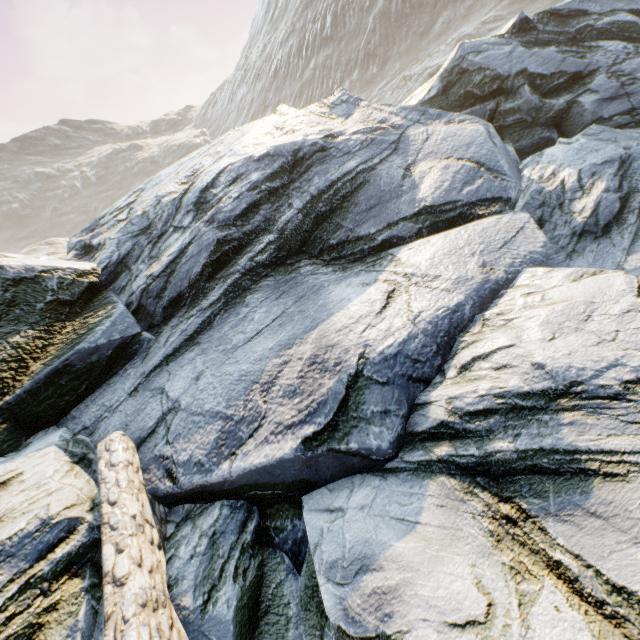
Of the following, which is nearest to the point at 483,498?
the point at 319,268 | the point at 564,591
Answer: the point at 564,591
